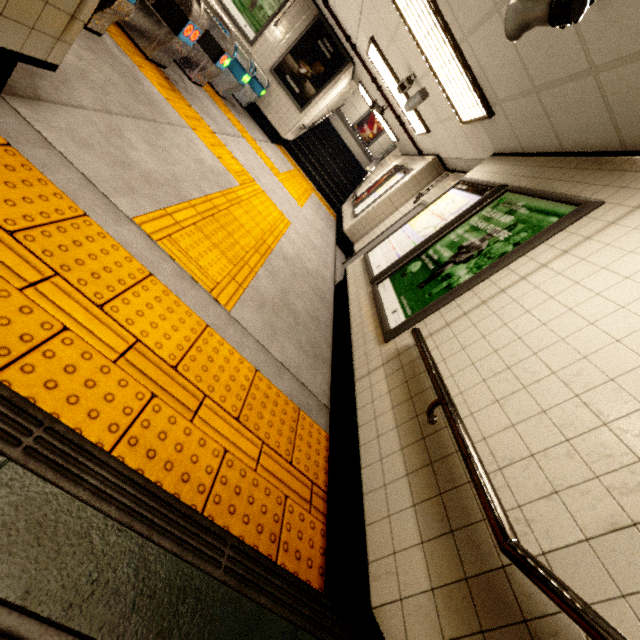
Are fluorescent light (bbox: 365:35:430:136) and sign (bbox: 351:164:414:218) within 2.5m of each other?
yes

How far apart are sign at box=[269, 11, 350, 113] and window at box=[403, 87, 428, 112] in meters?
4.1 m

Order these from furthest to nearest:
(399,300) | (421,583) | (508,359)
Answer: (399,300), (508,359), (421,583)

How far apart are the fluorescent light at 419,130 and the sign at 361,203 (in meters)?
0.66

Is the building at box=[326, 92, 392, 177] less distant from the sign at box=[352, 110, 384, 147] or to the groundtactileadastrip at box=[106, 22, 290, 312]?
the sign at box=[352, 110, 384, 147]

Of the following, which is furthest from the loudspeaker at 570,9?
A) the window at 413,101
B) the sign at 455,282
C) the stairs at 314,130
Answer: the stairs at 314,130

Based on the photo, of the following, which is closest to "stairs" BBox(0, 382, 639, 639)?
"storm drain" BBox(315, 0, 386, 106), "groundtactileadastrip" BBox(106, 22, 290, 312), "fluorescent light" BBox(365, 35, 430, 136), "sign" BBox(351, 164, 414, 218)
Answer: "storm drain" BBox(315, 0, 386, 106)

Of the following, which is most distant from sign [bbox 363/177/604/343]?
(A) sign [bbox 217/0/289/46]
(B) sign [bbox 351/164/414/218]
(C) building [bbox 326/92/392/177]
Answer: (C) building [bbox 326/92/392/177]
